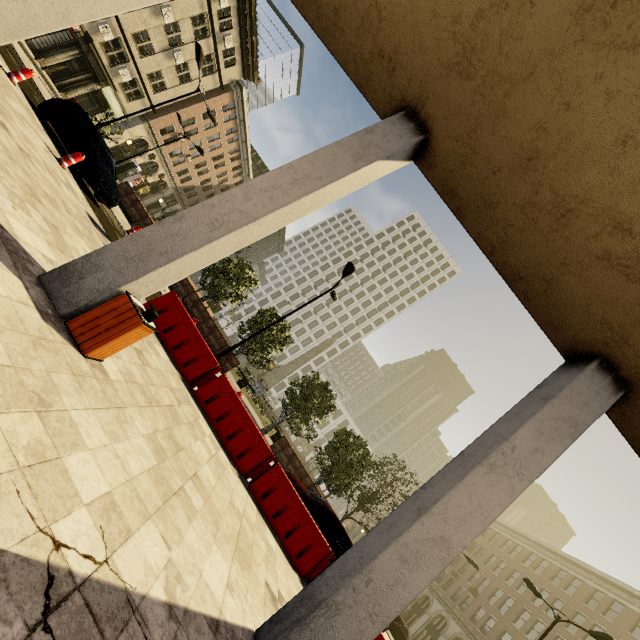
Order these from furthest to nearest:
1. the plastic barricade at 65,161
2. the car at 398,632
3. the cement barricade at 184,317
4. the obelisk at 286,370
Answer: the obelisk at 286,370 < the car at 398,632 < the plastic barricade at 65,161 < the cement barricade at 184,317

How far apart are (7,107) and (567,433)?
13.1m

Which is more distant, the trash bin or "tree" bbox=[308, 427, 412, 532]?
"tree" bbox=[308, 427, 412, 532]

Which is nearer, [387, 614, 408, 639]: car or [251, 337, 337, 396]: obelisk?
[387, 614, 408, 639]: car

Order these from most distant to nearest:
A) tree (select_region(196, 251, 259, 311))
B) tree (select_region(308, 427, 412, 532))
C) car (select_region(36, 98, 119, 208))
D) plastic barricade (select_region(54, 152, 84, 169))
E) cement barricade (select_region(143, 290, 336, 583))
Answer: tree (select_region(196, 251, 259, 311))
tree (select_region(308, 427, 412, 532))
car (select_region(36, 98, 119, 208))
plastic barricade (select_region(54, 152, 84, 169))
cement barricade (select_region(143, 290, 336, 583))

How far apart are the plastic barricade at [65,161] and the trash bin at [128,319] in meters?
8.5

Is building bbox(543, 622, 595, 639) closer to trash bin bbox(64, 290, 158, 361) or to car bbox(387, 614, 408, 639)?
car bbox(387, 614, 408, 639)

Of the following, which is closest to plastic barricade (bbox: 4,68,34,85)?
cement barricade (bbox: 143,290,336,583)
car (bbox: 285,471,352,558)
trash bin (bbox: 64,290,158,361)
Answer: cement barricade (bbox: 143,290,336,583)
